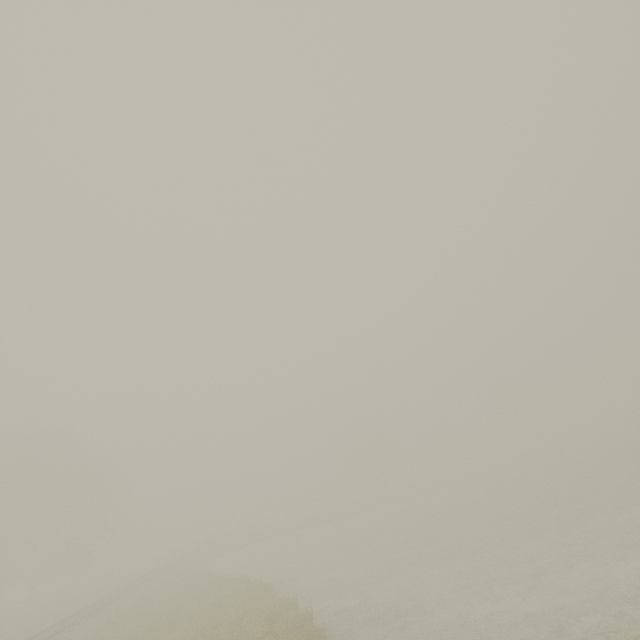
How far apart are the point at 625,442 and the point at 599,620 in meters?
65.9
